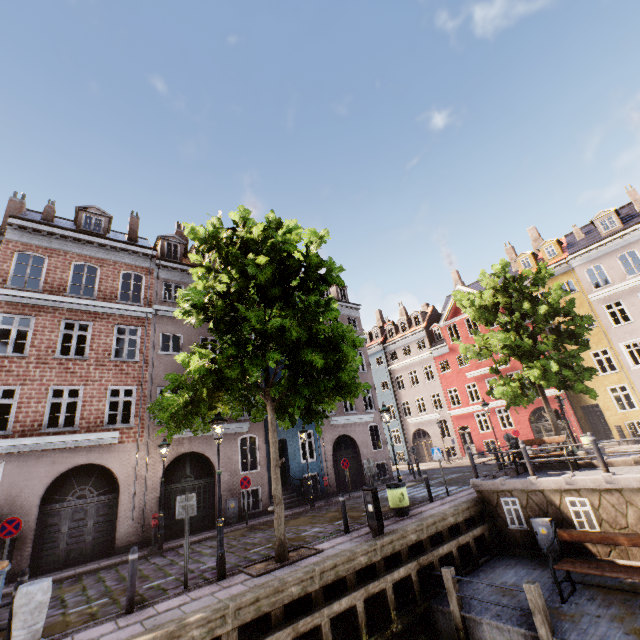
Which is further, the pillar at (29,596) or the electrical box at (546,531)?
the electrical box at (546,531)

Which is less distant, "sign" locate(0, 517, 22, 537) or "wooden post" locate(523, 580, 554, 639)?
"wooden post" locate(523, 580, 554, 639)

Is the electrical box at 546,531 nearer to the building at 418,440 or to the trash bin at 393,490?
the trash bin at 393,490

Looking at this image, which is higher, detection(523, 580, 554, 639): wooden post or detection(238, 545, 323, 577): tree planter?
detection(238, 545, 323, 577): tree planter

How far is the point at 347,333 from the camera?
9.9m

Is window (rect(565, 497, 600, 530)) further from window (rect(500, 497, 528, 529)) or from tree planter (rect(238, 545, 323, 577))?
tree planter (rect(238, 545, 323, 577))

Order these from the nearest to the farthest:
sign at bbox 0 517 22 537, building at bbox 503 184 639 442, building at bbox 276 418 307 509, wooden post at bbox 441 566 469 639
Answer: wooden post at bbox 441 566 469 639
sign at bbox 0 517 22 537
building at bbox 276 418 307 509
building at bbox 503 184 639 442

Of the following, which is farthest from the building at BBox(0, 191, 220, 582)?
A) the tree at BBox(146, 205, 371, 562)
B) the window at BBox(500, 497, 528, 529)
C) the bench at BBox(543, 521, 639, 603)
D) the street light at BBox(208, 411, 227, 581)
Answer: the bench at BBox(543, 521, 639, 603)
